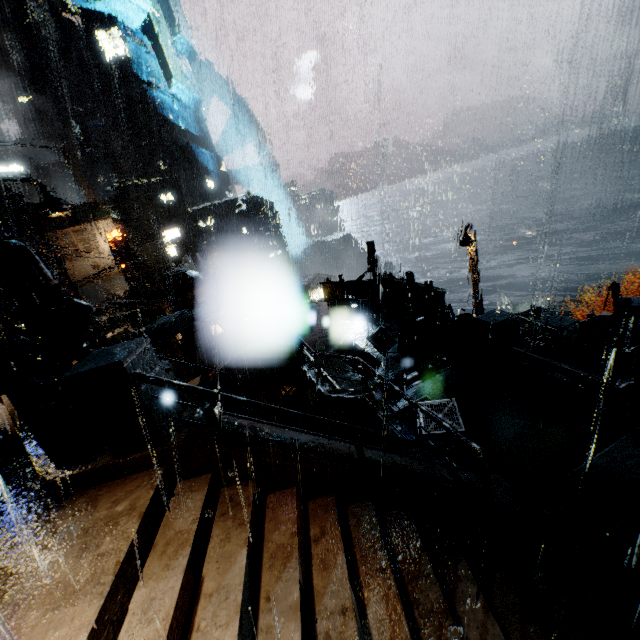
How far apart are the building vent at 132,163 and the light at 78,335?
57.4m

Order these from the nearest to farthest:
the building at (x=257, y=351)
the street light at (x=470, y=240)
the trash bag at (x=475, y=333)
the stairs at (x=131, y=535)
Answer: the stairs at (x=131, y=535) → the trash bag at (x=475, y=333) → the building at (x=257, y=351) → the street light at (x=470, y=240)

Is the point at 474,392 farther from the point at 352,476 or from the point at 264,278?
the point at 264,278

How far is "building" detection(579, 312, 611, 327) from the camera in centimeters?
1393cm

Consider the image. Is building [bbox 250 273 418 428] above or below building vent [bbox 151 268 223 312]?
below

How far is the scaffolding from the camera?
8.9 meters

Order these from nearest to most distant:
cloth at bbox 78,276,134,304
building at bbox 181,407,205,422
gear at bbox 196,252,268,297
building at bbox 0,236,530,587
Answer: building at bbox 0,236,530,587
building at bbox 181,407,205,422
cloth at bbox 78,276,134,304
gear at bbox 196,252,268,297

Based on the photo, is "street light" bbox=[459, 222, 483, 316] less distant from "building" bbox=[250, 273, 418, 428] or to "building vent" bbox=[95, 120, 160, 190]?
"building" bbox=[250, 273, 418, 428]
